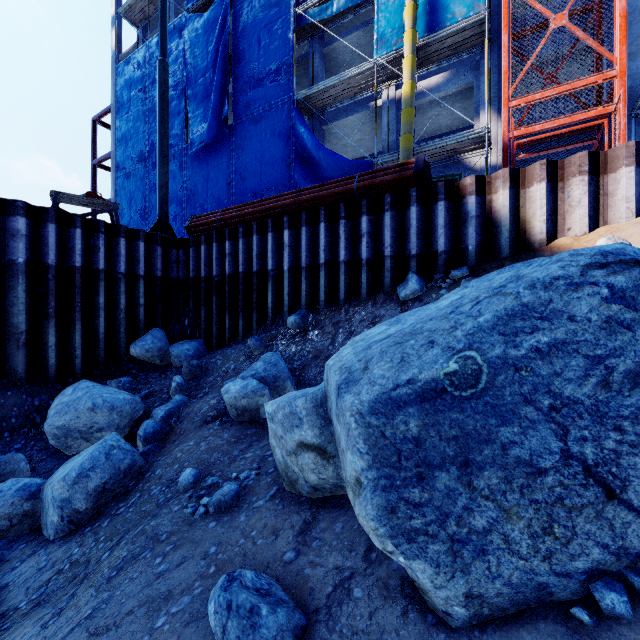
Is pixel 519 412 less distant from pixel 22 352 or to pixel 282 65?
pixel 22 352

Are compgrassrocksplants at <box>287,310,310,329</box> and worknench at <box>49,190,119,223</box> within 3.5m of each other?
no

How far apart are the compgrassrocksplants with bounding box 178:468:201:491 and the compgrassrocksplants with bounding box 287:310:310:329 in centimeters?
388cm

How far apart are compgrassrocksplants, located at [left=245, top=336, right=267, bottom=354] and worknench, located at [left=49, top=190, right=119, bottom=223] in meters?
5.8 m

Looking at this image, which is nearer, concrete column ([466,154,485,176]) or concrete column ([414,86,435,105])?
concrete column ([466,154,485,176])

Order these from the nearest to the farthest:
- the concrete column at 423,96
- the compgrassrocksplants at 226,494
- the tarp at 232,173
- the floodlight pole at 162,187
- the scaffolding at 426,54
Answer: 1. the compgrassrocksplants at 226,494
2. the floodlight pole at 162,187
3. the scaffolding at 426,54
4. the concrete column at 423,96
5. the tarp at 232,173

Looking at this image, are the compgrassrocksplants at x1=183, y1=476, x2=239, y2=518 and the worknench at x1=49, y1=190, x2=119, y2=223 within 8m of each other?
no

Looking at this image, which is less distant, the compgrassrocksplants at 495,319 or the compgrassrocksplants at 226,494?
the compgrassrocksplants at 495,319
